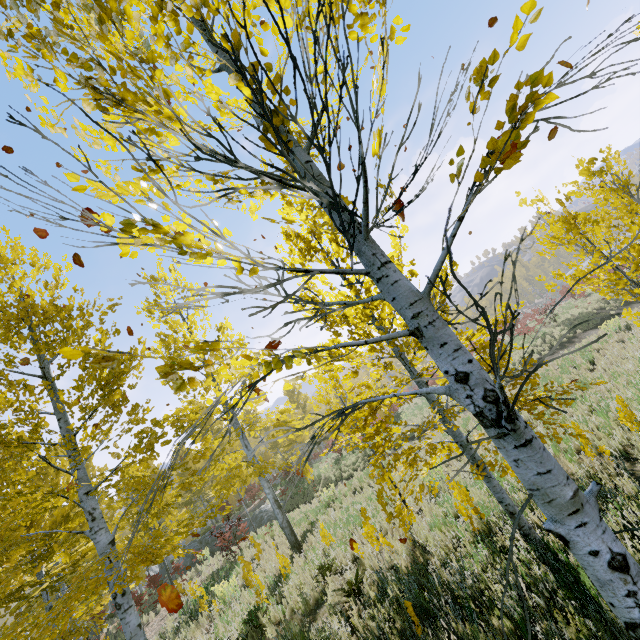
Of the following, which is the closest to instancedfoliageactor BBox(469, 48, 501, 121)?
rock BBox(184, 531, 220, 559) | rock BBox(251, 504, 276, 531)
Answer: rock BBox(184, 531, 220, 559)

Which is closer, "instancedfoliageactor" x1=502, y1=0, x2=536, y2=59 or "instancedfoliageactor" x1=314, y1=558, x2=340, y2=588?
"instancedfoliageactor" x1=502, y1=0, x2=536, y2=59

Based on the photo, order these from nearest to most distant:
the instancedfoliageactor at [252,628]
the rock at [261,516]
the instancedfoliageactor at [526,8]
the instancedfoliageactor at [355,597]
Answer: the instancedfoliageactor at [526,8] < the instancedfoliageactor at [355,597] < the instancedfoliageactor at [252,628] < the rock at [261,516]

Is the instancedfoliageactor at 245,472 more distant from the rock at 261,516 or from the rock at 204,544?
the rock at 261,516

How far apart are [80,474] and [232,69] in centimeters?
746cm

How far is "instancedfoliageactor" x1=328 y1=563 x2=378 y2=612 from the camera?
5.51m
